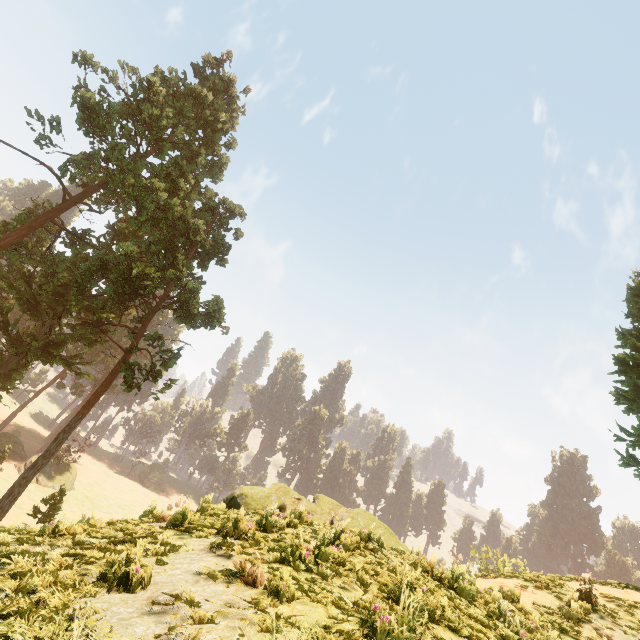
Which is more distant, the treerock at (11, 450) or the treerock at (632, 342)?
the treerock at (11, 450)

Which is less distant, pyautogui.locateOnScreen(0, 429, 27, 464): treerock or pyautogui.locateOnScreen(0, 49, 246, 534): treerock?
pyautogui.locateOnScreen(0, 49, 246, 534): treerock

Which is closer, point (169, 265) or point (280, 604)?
point (280, 604)

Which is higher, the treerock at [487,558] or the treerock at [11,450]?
the treerock at [487,558]

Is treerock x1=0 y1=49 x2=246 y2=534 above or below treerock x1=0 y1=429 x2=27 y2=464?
above

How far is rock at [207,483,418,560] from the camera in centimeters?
753cm

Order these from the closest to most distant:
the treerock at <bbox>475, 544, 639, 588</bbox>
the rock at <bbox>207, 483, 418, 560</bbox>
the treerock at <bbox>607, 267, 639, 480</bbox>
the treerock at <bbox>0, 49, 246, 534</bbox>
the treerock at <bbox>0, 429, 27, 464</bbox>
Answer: the rock at <bbox>207, 483, 418, 560</bbox>, the treerock at <bbox>475, 544, 639, 588</bbox>, the treerock at <bbox>607, 267, 639, 480</bbox>, the treerock at <bbox>0, 49, 246, 534</bbox>, the treerock at <bbox>0, 429, 27, 464</bbox>
